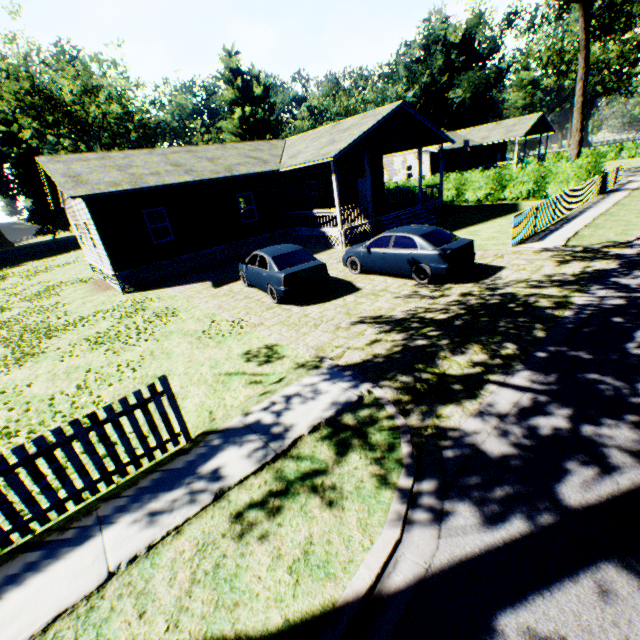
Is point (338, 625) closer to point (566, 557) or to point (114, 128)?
point (566, 557)

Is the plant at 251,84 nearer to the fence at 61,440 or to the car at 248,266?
the fence at 61,440

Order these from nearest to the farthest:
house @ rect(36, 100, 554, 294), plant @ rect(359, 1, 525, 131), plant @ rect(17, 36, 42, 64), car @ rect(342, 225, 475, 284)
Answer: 1. car @ rect(342, 225, 475, 284)
2. house @ rect(36, 100, 554, 294)
3. plant @ rect(17, 36, 42, 64)
4. plant @ rect(359, 1, 525, 131)

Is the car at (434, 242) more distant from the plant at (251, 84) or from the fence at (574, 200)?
the plant at (251, 84)

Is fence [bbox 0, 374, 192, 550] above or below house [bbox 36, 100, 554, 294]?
below

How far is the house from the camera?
14.9m

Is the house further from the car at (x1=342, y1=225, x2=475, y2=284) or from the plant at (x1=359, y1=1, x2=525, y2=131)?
the plant at (x1=359, y1=1, x2=525, y2=131)

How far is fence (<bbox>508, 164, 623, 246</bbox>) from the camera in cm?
1284
